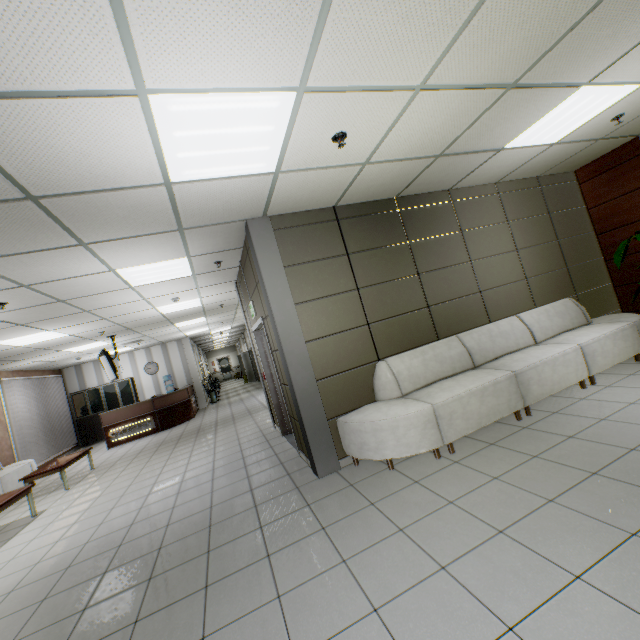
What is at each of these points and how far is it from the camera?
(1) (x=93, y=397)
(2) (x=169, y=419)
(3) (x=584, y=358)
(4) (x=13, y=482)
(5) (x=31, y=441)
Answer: (1) cabinet, 12.9 meters
(2) desk, 11.2 meters
(3) sofa, 4.2 meters
(4) sofa, 7.5 meters
(5) blinds, 9.9 meters

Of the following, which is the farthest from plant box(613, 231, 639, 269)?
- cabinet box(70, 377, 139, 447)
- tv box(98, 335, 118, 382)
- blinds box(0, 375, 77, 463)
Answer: cabinet box(70, 377, 139, 447)

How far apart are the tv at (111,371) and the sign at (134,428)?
2.1 meters

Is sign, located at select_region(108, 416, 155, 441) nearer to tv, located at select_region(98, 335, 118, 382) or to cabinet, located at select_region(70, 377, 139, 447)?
tv, located at select_region(98, 335, 118, 382)

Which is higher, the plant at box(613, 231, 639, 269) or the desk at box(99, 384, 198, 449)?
the plant at box(613, 231, 639, 269)

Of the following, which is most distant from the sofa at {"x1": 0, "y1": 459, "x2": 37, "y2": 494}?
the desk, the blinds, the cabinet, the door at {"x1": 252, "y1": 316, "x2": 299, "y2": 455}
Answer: the door at {"x1": 252, "y1": 316, "x2": 299, "y2": 455}

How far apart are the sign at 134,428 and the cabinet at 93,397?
2.8 meters

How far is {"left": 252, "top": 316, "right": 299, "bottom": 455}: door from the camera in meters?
4.8 m
